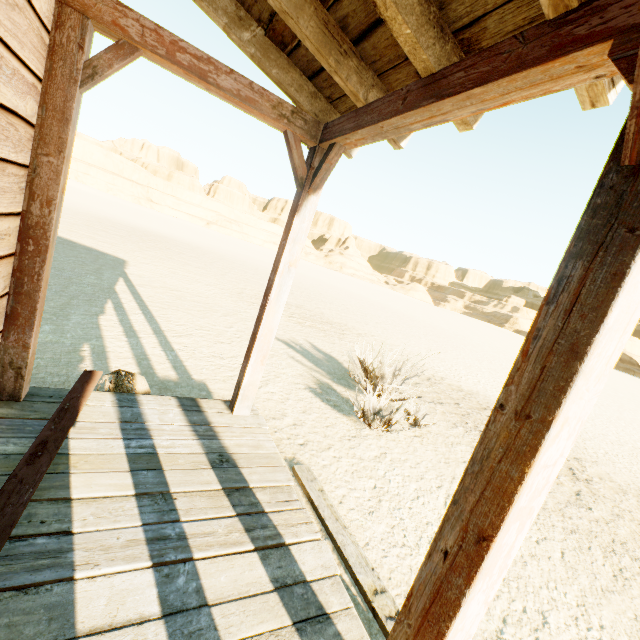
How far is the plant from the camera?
2.98m

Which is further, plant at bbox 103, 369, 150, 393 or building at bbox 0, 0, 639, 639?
plant at bbox 103, 369, 150, 393

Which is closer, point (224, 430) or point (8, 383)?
point (8, 383)

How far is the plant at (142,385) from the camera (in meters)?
2.98

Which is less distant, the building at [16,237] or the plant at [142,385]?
the building at [16,237]
